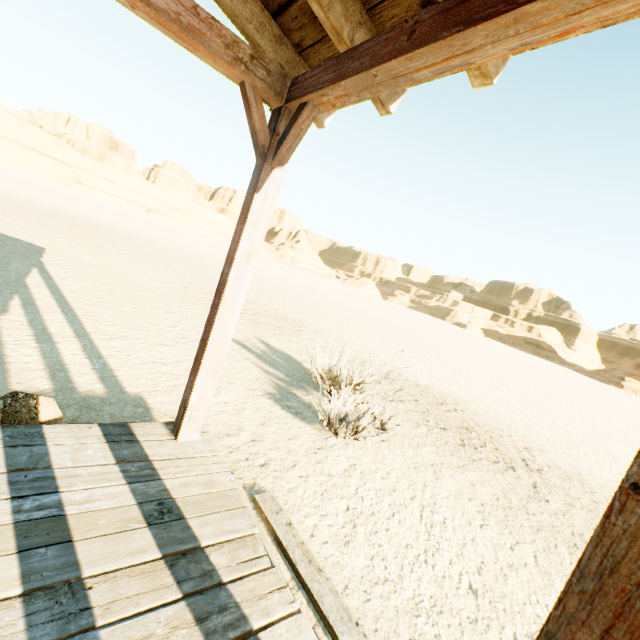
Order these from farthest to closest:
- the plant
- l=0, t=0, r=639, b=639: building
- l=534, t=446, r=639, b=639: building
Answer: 1. the plant
2. l=0, t=0, r=639, b=639: building
3. l=534, t=446, r=639, b=639: building

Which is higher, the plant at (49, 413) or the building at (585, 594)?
the building at (585, 594)

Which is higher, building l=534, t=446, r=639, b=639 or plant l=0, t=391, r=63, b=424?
building l=534, t=446, r=639, b=639

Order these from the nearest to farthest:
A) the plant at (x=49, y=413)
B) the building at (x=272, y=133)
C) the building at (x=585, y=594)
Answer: the building at (x=585, y=594) → the building at (x=272, y=133) → the plant at (x=49, y=413)

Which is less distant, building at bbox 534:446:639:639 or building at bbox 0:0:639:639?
building at bbox 534:446:639:639

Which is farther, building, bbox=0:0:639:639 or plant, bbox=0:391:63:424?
plant, bbox=0:391:63:424

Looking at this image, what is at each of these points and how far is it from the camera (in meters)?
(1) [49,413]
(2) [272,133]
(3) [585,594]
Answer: (1) plant, 2.37
(2) building, 2.26
(3) building, 0.66
